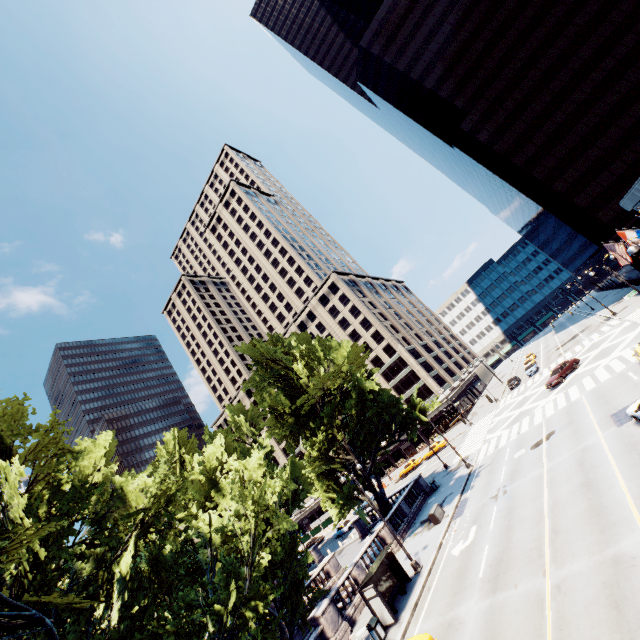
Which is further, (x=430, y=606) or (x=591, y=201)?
(x=591, y=201)

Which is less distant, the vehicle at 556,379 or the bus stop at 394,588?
the bus stop at 394,588

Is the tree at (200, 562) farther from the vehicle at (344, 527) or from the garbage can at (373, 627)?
Result: the vehicle at (344, 527)

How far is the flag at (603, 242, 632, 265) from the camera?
25.69m

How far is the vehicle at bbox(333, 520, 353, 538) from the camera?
48.97m

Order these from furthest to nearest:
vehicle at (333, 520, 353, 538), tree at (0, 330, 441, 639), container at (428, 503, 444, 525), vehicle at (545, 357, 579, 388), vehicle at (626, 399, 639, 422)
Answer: vehicle at (333, 520, 353, 538)
vehicle at (545, 357, 579, 388)
container at (428, 503, 444, 525)
vehicle at (626, 399, 639, 422)
tree at (0, 330, 441, 639)

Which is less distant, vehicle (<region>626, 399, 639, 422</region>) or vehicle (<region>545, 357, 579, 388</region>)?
vehicle (<region>626, 399, 639, 422</region>)

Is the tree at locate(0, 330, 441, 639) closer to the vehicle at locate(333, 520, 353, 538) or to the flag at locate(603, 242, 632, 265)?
the vehicle at locate(333, 520, 353, 538)
